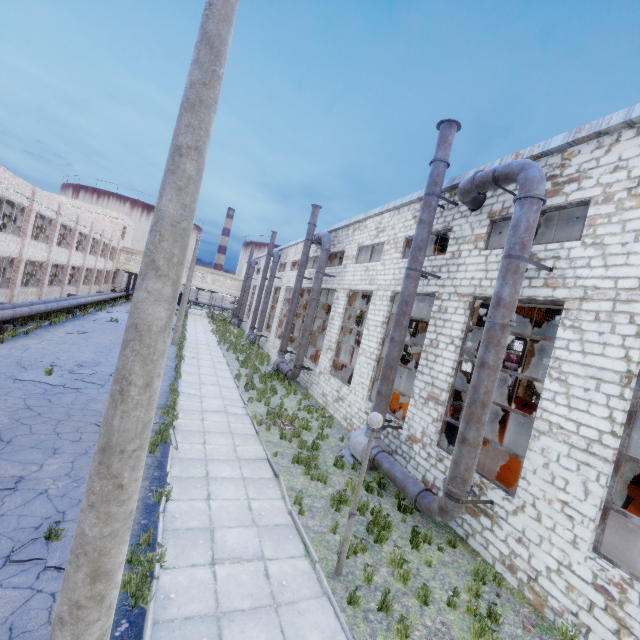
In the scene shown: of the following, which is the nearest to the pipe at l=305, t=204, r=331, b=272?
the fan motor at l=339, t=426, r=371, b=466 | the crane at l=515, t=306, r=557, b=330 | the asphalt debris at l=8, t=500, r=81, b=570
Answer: the crane at l=515, t=306, r=557, b=330

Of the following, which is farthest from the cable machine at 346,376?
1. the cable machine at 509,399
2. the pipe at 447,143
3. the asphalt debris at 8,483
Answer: the asphalt debris at 8,483

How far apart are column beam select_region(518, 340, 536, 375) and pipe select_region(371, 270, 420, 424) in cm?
1944

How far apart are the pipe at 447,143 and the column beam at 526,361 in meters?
19.4

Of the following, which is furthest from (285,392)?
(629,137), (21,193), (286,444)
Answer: (21,193)

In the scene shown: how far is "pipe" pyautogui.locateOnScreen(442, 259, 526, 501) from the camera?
8.0m

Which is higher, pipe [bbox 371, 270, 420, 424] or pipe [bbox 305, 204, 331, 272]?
pipe [bbox 305, 204, 331, 272]

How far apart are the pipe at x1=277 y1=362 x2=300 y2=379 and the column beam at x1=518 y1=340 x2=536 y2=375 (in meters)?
17.92
